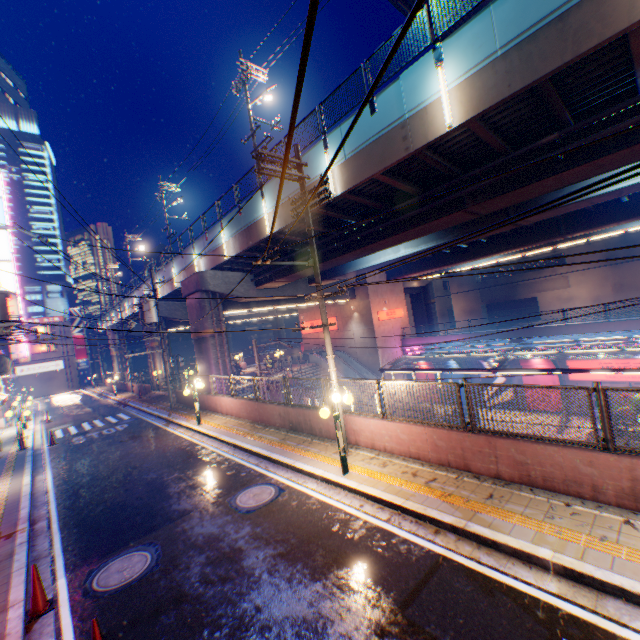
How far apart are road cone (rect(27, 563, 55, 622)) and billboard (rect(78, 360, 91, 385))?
61.8m

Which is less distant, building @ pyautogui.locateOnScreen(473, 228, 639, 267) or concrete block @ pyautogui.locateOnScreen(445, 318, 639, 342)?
concrete block @ pyautogui.locateOnScreen(445, 318, 639, 342)

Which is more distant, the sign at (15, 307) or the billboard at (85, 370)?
the billboard at (85, 370)

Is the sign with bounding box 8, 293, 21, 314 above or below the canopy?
above

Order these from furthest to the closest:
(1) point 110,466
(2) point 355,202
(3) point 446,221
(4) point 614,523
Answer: (2) point 355,202 < (3) point 446,221 < (1) point 110,466 < (4) point 614,523

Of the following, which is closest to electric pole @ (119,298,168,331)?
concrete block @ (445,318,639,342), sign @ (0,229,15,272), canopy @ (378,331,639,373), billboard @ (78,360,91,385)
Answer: canopy @ (378,331,639,373)

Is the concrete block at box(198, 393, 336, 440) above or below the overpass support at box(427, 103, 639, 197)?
below

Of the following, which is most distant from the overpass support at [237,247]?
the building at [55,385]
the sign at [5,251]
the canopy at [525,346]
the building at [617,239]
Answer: the sign at [5,251]
